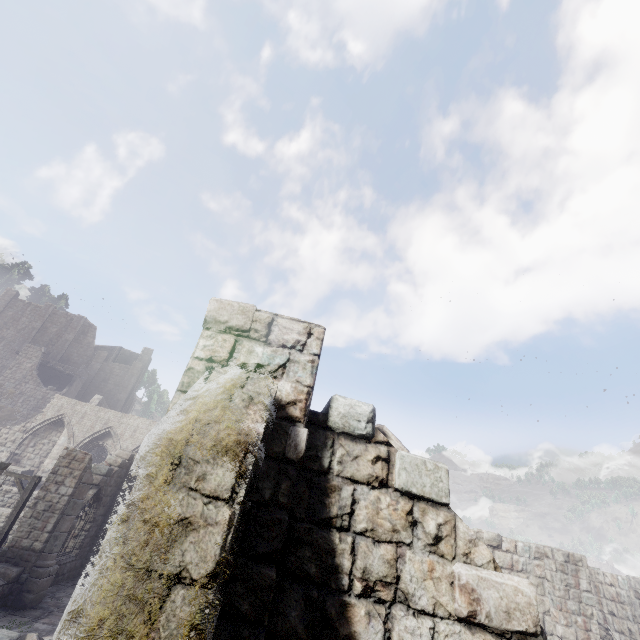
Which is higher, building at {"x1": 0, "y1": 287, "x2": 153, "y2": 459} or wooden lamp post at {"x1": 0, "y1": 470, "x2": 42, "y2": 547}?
building at {"x1": 0, "y1": 287, "x2": 153, "y2": 459}

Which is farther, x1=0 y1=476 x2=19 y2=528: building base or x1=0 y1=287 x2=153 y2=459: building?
x1=0 y1=287 x2=153 y2=459: building

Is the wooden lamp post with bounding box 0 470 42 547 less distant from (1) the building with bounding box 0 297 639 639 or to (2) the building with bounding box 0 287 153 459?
(1) the building with bounding box 0 297 639 639

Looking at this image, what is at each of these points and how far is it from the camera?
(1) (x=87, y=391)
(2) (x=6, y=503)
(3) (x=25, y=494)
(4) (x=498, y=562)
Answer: (1) building, 45.88m
(2) building base, 20.88m
(3) wooden lamp post, 14.16m
(4) building, 10.77m

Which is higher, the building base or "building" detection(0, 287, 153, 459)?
"building" detection(0, 287, 153, 459)

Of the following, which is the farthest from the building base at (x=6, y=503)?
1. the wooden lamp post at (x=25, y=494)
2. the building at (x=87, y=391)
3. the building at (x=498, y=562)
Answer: the building at (x=87, y=391)

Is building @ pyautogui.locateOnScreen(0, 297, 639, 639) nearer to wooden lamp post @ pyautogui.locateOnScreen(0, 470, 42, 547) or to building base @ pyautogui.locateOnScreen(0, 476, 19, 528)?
wooden lamp post @ pyautogui.locateOnScreen(0, 470, 42, 547)

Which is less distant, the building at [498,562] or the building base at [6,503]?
the building at [498,562]
